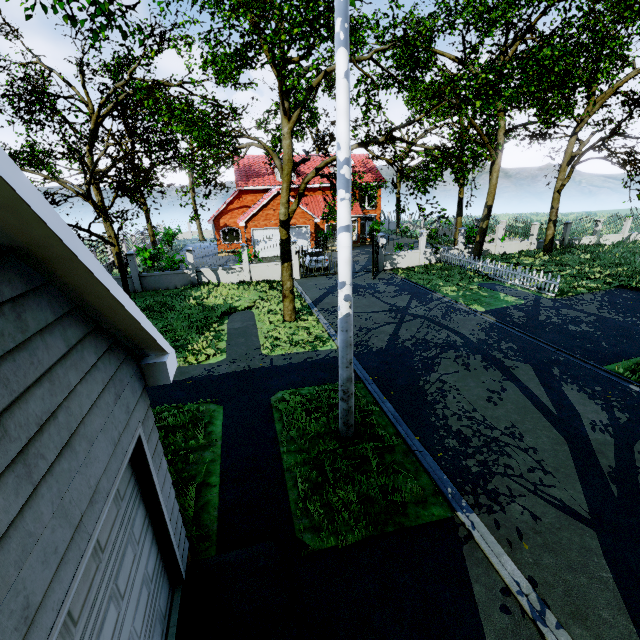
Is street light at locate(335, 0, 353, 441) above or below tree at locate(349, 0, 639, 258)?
below

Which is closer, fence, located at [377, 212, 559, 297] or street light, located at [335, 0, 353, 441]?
street light, located at [335, 0, 353, 441]

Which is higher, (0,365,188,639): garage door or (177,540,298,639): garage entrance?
(0,365,188,639): garage door

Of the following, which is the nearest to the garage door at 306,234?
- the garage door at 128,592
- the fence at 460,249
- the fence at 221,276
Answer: the fence at 221,276

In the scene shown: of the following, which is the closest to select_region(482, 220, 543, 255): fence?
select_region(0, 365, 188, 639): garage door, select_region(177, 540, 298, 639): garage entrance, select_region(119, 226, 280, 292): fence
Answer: select_region(119, 226, 280, 292): fence

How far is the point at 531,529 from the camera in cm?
525

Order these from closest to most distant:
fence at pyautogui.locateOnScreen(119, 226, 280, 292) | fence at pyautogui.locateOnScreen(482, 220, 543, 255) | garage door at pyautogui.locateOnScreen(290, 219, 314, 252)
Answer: fence at pyautogui.locateOnScreen(119, 226, 280, 292) < fence at pyautogui.locateOnScreen(482, 220, 543, 255) < garage door at pyautogui.locateOnScreen(290, 219, 314, 252)

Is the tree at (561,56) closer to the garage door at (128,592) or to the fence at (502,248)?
the fence at (502,248)
